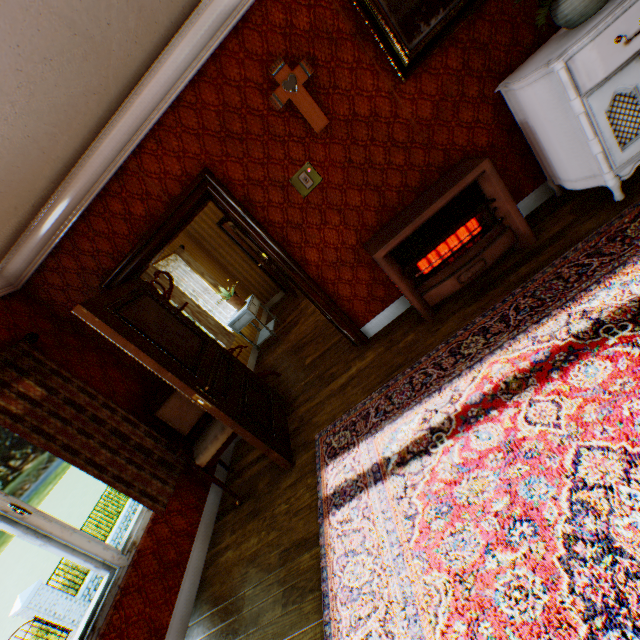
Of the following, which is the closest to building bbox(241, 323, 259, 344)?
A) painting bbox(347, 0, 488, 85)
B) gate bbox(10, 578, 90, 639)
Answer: painting bbox(347, 0, 488, 85)

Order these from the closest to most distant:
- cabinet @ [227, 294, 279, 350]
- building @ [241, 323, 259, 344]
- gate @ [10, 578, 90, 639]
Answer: cabinet @ [227, 294, 279, 350]
building @ [241, 323, 259, 344]
gate @ [10, 578, 90, 639]

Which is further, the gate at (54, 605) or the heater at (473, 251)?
the gate at (54, 605)

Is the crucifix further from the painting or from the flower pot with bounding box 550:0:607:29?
the flower pot with bounding box 550:0:607:29

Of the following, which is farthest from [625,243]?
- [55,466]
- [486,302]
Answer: [55,466]

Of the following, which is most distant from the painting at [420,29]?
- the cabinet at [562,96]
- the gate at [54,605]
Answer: the gate at [54,605]

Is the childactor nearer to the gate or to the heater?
the heater

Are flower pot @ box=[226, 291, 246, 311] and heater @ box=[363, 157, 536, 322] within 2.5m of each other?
no
